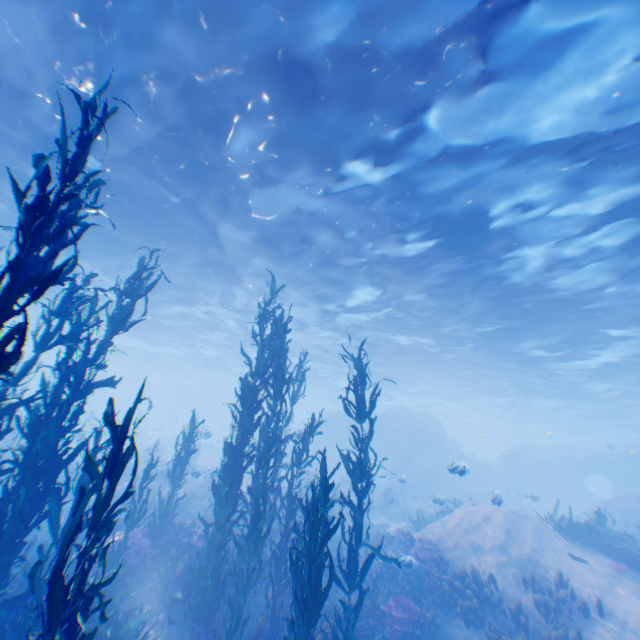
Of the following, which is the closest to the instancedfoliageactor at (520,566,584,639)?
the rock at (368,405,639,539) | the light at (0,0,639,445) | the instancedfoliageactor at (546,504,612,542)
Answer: the rock at (368,405,639,539)

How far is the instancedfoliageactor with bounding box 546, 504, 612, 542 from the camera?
11.4m

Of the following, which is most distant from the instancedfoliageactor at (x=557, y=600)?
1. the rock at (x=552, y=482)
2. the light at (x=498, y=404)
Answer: the light at (x=498, y=404)

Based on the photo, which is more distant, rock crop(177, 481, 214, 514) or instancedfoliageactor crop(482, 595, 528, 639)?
rock crop(177, 481, 214, 514)

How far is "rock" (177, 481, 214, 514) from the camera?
17.5m

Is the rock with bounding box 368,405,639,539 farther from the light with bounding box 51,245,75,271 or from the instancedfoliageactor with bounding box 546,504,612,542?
the instancedfoliageactor with bounding box 546,504,612,542

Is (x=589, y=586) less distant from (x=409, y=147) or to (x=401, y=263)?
(x=401, y=263)

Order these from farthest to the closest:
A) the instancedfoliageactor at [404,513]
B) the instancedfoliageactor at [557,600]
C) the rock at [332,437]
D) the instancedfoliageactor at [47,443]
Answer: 1. the rock at [332,437]
2. the instancedfoliageactor at [404,513]
3. the instancedfoliageactor at [557,600]
4. the instancedfoliageactor at [47,443]
